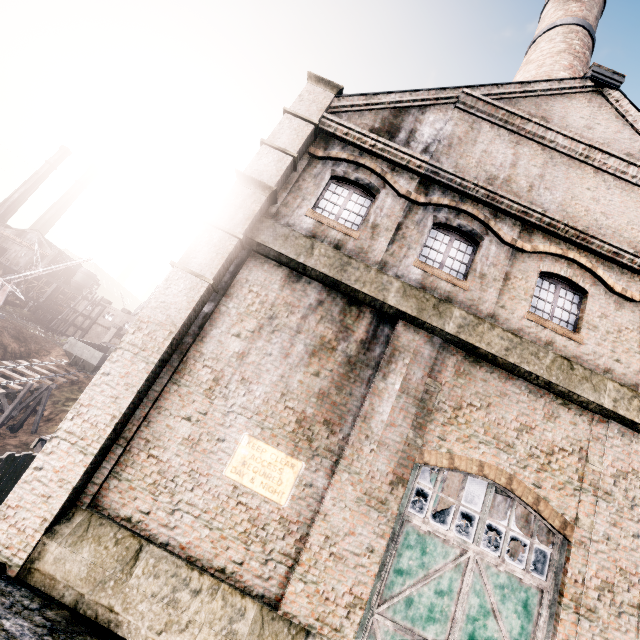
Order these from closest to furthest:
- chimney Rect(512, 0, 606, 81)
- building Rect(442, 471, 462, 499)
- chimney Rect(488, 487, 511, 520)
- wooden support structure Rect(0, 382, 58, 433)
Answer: chimney Rect(512, 0, 606, 81) → chimney Rect(488, 487, 511, 520) → building Rect(442, 471, 462, 499) → wooden support structure Rect(0, 382, 58, 433)

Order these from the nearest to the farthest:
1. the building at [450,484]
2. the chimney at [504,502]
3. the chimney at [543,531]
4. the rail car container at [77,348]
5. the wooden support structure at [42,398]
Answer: the chimney at [543,531]
the chimney at [504,502]
the building at [450,484]
the wooden support structure at [42,398]
the rail car container at [77,348]

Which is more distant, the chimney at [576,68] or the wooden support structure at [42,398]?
the wooden support structure at [42,398]

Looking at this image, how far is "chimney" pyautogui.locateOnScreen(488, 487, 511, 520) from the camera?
19.9 meters

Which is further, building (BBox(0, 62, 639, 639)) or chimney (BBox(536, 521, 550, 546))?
chimney (BBox(536, 521, 550, 546))

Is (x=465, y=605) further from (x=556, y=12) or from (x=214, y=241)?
(x=556, y=12)

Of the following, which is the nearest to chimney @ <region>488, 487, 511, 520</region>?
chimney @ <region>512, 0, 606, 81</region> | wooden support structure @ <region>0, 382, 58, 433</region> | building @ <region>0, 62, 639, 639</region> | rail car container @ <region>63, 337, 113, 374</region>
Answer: building @ <region>0, 62, 639, 639</region>

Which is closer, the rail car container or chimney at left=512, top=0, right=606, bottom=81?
chimney at left=512, top=0, right=606, bottom=81
